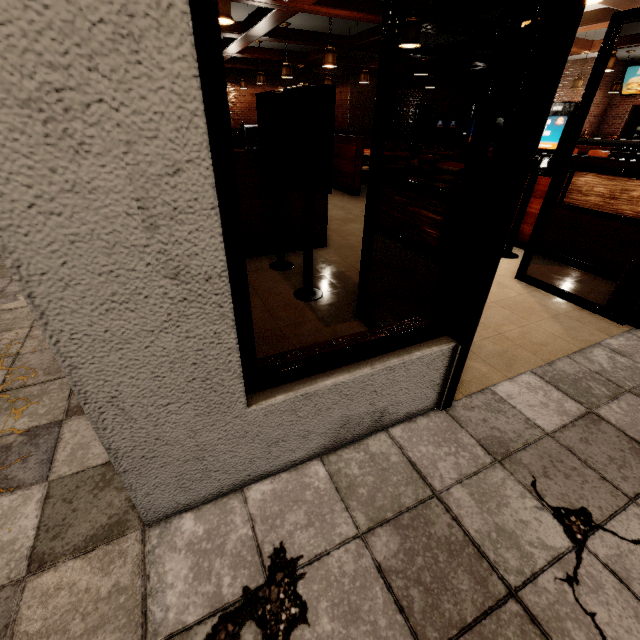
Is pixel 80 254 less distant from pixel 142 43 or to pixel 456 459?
pixel 142 43
